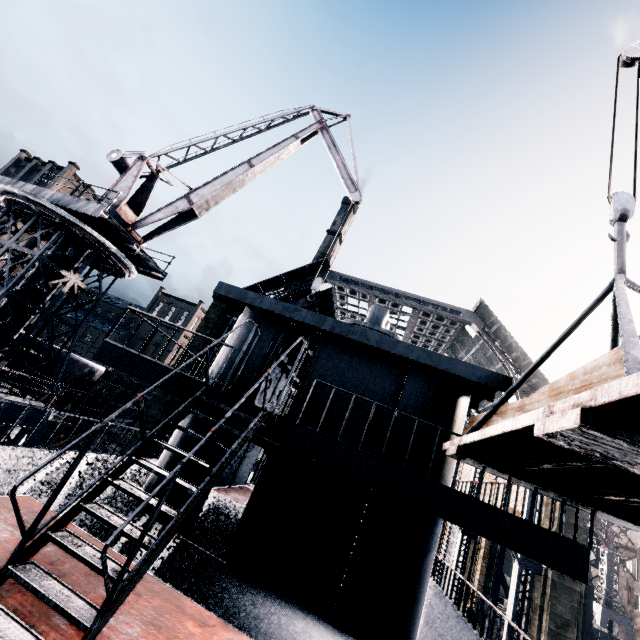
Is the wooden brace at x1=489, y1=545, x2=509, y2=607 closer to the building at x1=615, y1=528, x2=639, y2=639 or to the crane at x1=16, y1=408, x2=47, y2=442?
the building at x1=615, y1=528, x2=639, y2=639

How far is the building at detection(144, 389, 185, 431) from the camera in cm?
2525

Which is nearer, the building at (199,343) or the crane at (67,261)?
the crane at (67,261)

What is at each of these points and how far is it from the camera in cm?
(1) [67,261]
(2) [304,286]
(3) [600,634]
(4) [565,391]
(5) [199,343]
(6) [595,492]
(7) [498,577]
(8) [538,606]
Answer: (1) crane, 1650
(2) building, 3200
(3) rail car, 2486
(4) wood pile, 473
(5) building, 2792
(6) loading platform, 525
(7) wooden brace, 2873
(8) building, 1870

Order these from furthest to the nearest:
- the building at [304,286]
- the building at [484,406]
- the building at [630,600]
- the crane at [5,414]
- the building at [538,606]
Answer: the building at [630,600] → the building at [484,406] → the building at [304,286] → the building at [538,606] → the crane at [5,414]

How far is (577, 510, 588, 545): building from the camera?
19.4m

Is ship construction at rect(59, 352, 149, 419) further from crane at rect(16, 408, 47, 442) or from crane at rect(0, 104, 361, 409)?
crane at rect(0, 104, 361, 409)

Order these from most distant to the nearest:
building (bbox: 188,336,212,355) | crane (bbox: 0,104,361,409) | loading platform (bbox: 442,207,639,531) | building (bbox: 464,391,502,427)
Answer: building (bbox: 464,391,502,427) → building (bbox: 188,336,212,355) → crane (bbox: 0,104,361,409) → loading platform (bbox: 442,207,639,531)
